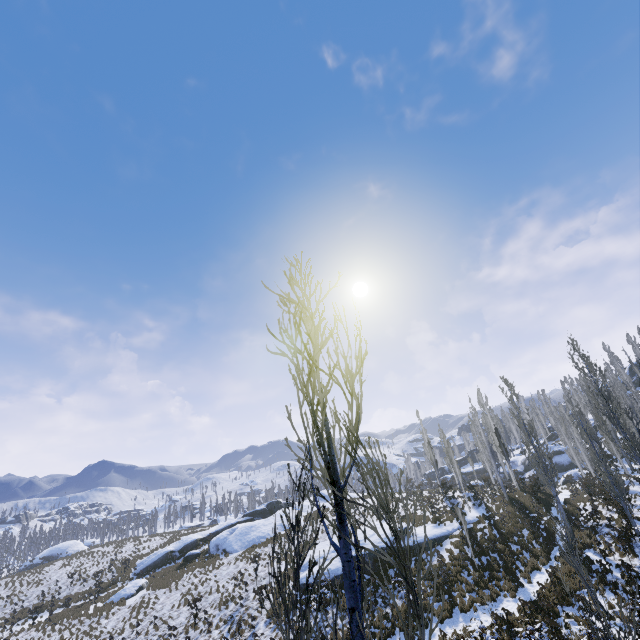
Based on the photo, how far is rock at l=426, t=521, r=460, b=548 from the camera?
24.7m

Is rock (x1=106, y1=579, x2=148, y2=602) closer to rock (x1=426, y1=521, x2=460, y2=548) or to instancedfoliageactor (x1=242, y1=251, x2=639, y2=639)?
instancedfoliageactor (x1=242, y1=251, x2=639, y2=639)

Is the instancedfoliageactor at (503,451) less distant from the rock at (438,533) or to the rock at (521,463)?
the rock at (521,463)

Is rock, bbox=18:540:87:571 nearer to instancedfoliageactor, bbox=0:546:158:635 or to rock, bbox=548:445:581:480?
instancedfoliageactor, bbox=0:546:158:635

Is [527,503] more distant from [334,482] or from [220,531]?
[220,531]

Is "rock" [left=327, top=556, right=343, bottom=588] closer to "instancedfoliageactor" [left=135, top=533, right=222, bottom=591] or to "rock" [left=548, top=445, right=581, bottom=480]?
"instancedfoliageactor" [left=135, top=533, right=222, bottom=591]

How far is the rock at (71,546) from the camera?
53.5m
